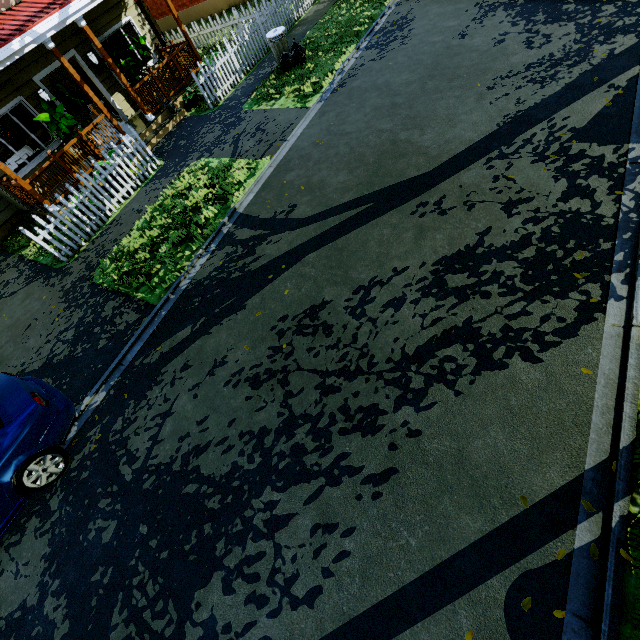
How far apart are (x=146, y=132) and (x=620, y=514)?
14.20m

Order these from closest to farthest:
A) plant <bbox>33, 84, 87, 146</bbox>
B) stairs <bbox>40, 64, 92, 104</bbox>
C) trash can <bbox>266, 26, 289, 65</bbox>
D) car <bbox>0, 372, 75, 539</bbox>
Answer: car <bbox>0, 372, 75, 539</bbox> < plant <bbox>33, 84, 87, 146</bbox> < trash can <bbox>266, 26, 289, 65</bbox> < stairs <bbox>40, 64, 92, 104</bbox>

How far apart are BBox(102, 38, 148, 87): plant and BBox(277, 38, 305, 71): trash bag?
4.2m

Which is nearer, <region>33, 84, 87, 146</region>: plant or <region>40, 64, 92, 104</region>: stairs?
<region>33, 84, 87, 146</region>: plant

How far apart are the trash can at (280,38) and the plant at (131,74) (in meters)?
3.75

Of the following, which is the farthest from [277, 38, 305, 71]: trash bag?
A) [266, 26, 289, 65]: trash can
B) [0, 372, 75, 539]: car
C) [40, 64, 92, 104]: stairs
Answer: [0, 372, 75, 539]: car

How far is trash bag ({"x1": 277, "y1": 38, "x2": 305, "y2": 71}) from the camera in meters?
10.2 m

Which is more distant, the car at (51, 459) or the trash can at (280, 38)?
the trash can at (280, 38)
